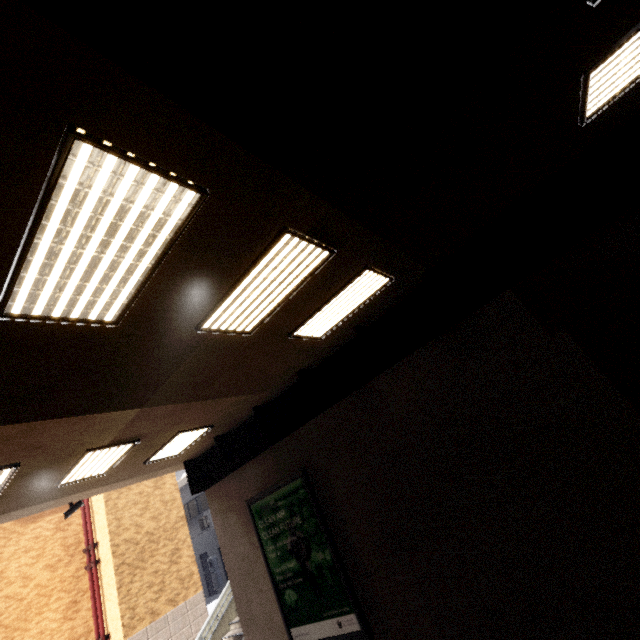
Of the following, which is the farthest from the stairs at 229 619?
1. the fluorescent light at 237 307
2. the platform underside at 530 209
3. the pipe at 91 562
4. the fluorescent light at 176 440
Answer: the fluorescent light at 237 307

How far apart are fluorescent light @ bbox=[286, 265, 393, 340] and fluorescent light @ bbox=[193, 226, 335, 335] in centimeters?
92cm

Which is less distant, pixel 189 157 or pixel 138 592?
pixel 189 157

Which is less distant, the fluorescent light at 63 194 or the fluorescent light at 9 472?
the fluorescent light at 63 194

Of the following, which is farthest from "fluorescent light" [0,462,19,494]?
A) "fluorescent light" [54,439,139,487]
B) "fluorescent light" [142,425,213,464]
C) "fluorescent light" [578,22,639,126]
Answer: "fluorescent light" [578,22,639,126]

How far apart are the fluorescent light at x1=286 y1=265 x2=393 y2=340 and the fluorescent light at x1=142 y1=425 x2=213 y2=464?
4.16m

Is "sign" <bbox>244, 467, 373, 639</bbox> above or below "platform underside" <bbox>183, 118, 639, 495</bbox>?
below

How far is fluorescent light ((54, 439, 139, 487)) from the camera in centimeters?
655cm
